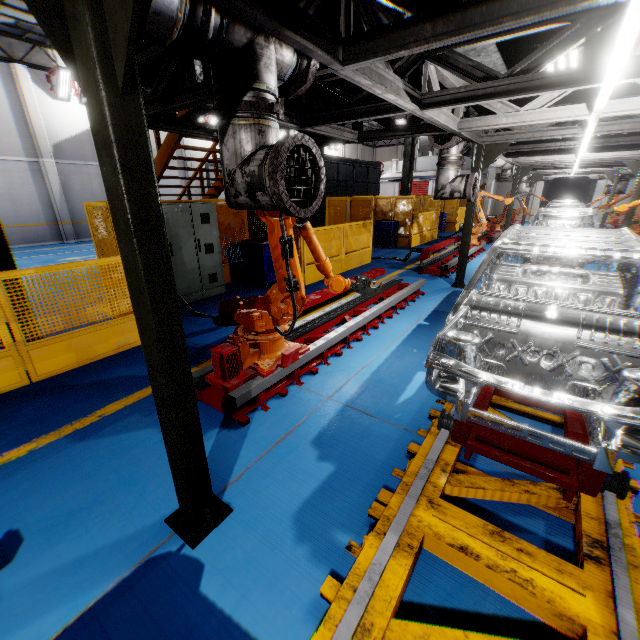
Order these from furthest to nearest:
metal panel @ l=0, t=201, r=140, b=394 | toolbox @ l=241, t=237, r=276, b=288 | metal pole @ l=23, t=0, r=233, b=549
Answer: toolbox @ l=241, t=237, r=276, b=288 < metal panel @ l=0, t=201, r=140, b=394 < metal pole @ l=23, t=0, r=233, b=549

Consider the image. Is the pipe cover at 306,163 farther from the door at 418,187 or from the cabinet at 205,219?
the door at 418,187

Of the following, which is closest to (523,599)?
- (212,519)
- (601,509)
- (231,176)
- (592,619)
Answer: (592,619)

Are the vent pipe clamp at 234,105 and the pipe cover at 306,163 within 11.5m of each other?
yes

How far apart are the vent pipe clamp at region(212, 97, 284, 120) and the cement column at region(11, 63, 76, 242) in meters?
19.4

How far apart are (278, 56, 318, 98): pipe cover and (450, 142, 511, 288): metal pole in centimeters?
595cm

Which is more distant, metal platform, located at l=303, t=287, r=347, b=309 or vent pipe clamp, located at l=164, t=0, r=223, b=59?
metal platform, located at l=303, t=287, r=347, b=309

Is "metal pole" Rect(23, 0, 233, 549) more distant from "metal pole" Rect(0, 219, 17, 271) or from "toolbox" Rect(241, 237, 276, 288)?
"toolbox" Rect(241, 237, 276, 288)
